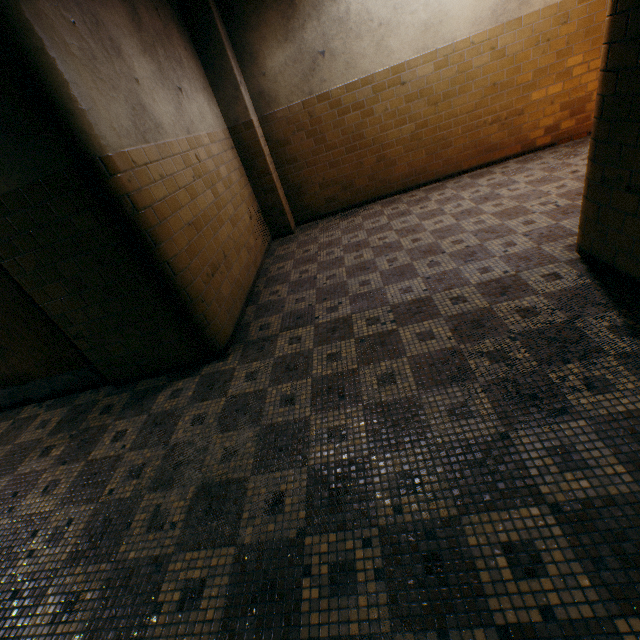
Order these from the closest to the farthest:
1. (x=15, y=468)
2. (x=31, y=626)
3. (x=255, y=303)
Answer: (x=31, y=626) < (x=15, y=468) < (x=255, y=303)

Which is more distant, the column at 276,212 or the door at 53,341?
the column at 276,212

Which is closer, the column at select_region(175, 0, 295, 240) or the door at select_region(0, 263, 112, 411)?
the door at select_region(0, 263, 112, 411)
